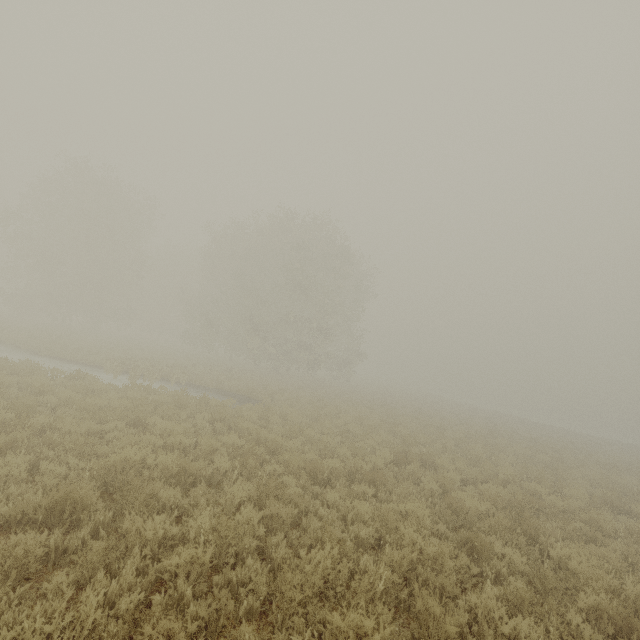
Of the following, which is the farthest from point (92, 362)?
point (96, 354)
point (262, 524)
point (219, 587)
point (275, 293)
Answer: point (219, 587)
